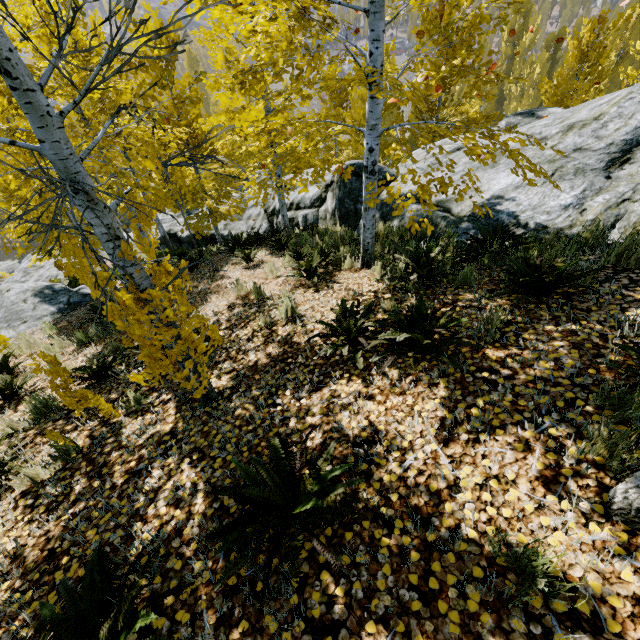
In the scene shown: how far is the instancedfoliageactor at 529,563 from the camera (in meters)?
1.44

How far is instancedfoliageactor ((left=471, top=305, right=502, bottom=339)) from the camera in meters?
3.0

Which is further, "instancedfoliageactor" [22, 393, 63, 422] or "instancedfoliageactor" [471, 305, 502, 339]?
"instancedfoliageactor" [22, 393, 63, 422]

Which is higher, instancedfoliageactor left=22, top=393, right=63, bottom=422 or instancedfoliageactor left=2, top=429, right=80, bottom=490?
instancedfoliageactor left=2, top=429, right=80, bottom=490

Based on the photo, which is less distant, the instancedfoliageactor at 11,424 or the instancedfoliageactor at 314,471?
the instancedfoliageactor at 314,471

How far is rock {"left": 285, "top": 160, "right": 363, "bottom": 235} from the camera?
9.6m

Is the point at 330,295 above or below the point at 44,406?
above

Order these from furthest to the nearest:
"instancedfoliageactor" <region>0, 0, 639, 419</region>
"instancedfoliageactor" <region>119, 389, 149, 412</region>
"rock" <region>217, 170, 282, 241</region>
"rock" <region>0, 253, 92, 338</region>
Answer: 1. "rock" <region>217, 170, 282, 241</region>
2. "rock" <region>0, 253, 92, 338</region>
3. "instancedfoliageactor" <region>119, 389, 149, 412</region>
4. "instancedfoliageactor" <region>0, 0, 639, 419</region>
